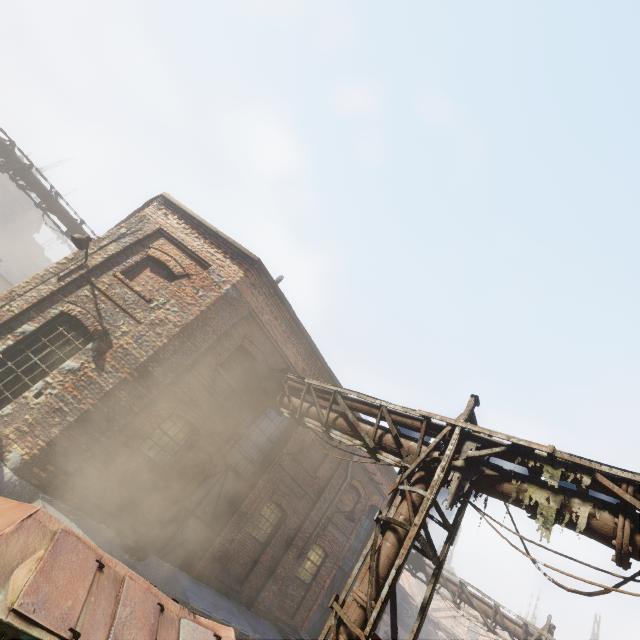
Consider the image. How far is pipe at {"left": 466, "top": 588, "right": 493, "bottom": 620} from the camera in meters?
12.9

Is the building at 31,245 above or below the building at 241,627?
above

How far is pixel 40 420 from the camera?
7.0m

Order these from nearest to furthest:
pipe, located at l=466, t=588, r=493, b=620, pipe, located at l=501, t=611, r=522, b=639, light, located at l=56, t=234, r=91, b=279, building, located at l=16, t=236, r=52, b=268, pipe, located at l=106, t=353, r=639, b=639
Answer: pipe, located at l=106, t=353, r=639, b=639
light, located at l=56, t=234, r=91, b=279
pipe, located at l=501, t=611, r=522, b=639
pipe, located at l=466, t=588, r=493, b=620
building, located at l=16, t=236, r=52, b=268

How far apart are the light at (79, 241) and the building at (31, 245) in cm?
5185

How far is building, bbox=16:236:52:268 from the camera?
46.04m

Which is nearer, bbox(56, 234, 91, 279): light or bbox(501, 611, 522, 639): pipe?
bbox(56, 234, 91, 279): light
